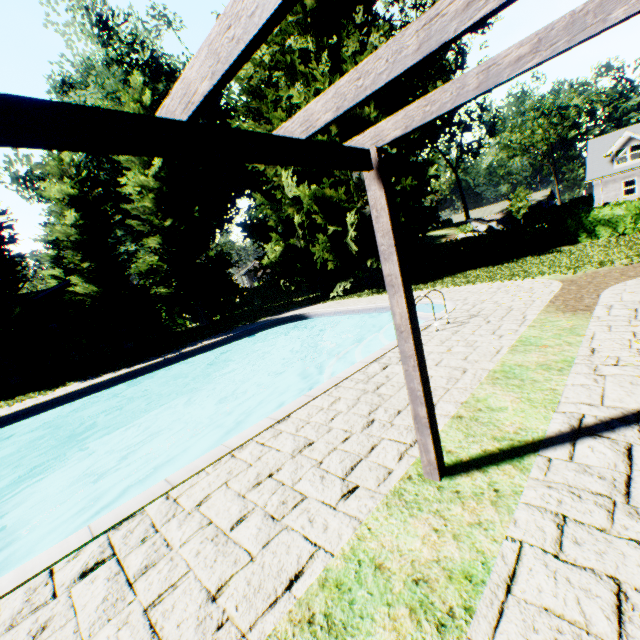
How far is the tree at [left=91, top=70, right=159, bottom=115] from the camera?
19.9m

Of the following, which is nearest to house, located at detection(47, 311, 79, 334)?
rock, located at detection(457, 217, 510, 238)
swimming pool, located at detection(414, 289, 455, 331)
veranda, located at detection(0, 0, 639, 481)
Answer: swimming pool, located at detection(414, 289, 455, 331)

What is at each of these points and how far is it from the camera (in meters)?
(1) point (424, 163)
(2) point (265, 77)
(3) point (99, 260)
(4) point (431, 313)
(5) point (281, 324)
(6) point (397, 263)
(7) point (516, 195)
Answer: (1) plant, 19.92
(2) plant, 18.86
(3) tree, 18.47
(4) swimming pool, 10.58
(5) swimming pool, 17.39
(6) veranda, 2.70
(7) plant, 38.81

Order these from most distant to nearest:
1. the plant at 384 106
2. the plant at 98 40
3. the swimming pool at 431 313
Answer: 1. the plant at 98 40
2. the plant at 384 106
3. the swimming pool at 431 313

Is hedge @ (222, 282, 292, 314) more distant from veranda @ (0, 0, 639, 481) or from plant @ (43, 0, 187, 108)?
veranda @ (0, 0, 639, 481)

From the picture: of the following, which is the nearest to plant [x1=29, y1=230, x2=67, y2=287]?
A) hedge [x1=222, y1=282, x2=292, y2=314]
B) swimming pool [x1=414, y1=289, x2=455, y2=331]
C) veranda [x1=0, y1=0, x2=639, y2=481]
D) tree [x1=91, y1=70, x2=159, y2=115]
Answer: tree [x1=91, y1=70, x2=159, y2=115]

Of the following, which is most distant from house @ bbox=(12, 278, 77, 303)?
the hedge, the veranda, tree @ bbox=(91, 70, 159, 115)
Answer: the veranda

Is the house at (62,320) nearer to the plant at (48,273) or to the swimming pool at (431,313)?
the plant at (48,273)
